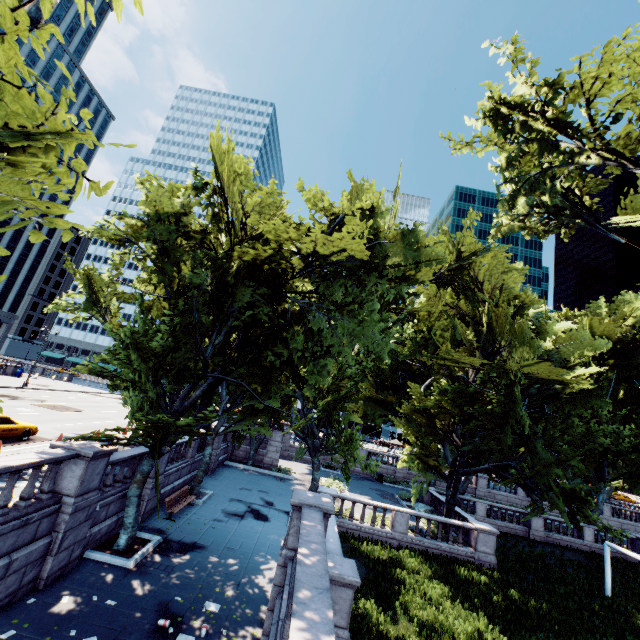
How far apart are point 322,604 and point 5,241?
82.8 meters

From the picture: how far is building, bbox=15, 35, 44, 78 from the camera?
55.6m

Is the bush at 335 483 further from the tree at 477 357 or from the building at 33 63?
the building at 33 63

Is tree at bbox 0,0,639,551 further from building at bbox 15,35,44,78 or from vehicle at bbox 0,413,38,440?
building at bbox 15,35,44,78

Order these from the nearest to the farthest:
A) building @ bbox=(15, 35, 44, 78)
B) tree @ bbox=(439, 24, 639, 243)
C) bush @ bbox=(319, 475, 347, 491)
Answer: tree @ bbox=(439, 24, 639, 243), bush @ bbox=(319, 475, 347, 491), building @ bbox=(15, 35, 44, 78)

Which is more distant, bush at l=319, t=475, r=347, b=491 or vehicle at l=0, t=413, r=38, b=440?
bush at l=319, t=475, r=347, b=491

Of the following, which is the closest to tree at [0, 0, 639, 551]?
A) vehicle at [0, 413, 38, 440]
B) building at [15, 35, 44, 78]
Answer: vehicle at [0, 413, 38, 440]

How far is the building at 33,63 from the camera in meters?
55.6
